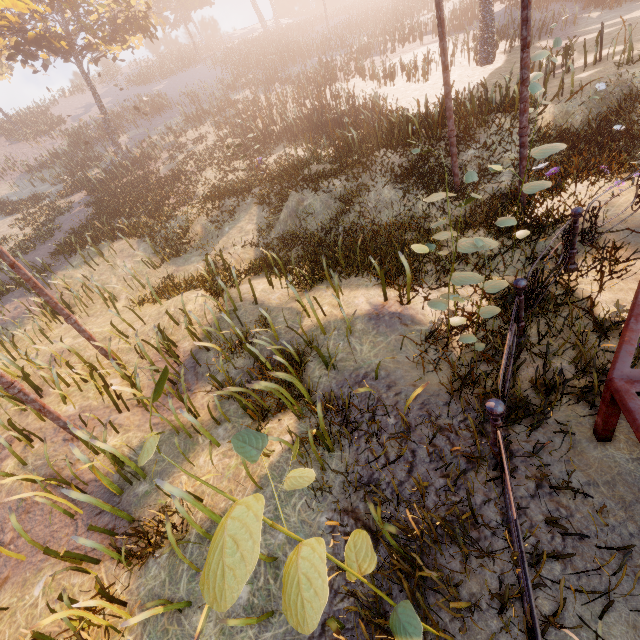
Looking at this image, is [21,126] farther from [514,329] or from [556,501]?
[556,501]

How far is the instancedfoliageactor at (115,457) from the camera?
4.74m

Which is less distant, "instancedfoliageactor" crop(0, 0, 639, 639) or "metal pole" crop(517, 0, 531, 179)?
"instancedfoliageactor" crop(0, 0, 639, 639)

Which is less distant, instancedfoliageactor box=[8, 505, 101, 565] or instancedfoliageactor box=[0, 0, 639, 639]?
instancedfoliageactor box=[0, 0, 639, 639]

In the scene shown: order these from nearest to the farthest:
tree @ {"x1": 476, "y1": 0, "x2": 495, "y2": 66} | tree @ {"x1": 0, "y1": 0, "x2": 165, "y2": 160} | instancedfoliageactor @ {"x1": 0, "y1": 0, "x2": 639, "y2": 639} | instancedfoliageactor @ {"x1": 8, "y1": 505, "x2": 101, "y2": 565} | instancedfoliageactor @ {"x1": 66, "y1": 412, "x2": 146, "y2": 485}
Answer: instancedfoliageactor @ {"x1": 0, "y1": 0, "x2": 639, "y2": 639} < instancedfoliageactor @ {"x1": 8, "y1": 505, "x2": 101, "y2": 565} < instancedfoliageactor @ {"x1": 66, "y1": 412, "x2": 146, "y2": 485} < tree @ {"x1": 0, "y1": 0, "x2": 165, "y2": 160} < tree @ {"x1": 476, "y1": 0, "x2": 495, "y2": 66}

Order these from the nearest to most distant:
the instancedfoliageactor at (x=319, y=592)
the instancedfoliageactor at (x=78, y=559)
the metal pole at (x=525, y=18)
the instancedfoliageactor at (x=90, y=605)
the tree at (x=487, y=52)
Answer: the instancedfoliageactor at (x=319, y=592)
the instancedfoliageactor at (x=90, y=605)
the instancedfoliageactor at (x=78, y=559)
the metal pole at (x=525, y=18)
the tree at (x=487, y=52)

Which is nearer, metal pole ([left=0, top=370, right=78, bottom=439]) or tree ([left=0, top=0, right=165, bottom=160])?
metal pole ([left=0, top=370, right=78, bottom=439])

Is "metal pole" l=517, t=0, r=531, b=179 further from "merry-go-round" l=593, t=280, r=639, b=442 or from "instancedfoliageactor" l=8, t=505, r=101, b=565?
"instancedfoliageactor" l=8, t=505, r=101, b=565
